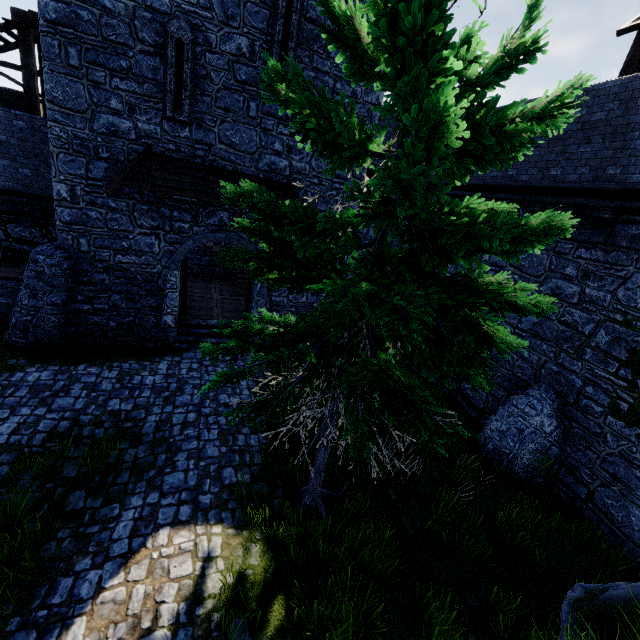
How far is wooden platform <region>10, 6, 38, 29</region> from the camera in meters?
10.1

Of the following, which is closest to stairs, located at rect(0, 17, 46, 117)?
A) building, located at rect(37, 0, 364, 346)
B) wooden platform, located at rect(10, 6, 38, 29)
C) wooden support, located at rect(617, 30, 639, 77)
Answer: wooden platform, located at rect(10, 6, 38, 29)

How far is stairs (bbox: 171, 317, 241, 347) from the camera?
12.2 meters

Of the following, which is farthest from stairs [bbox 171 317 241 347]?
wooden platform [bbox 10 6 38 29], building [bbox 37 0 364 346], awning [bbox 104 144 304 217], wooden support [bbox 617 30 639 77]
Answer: wooden support [bbox 617 30 639 77]

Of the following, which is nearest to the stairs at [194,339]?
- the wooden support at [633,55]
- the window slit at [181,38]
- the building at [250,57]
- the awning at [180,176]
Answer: the building at [250,57]

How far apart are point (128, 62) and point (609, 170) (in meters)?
12.93

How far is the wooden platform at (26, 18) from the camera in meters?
10.1

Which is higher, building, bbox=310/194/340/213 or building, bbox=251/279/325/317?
building, bbox=310/194/340/213
